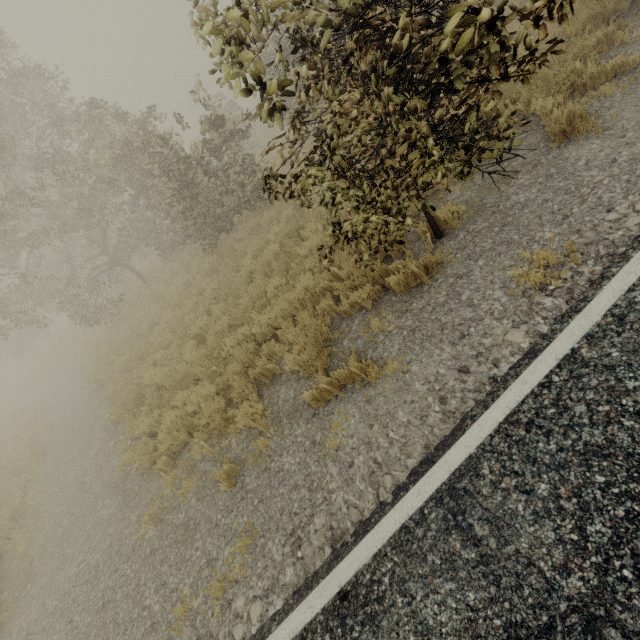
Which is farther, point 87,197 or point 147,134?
point 87,197
